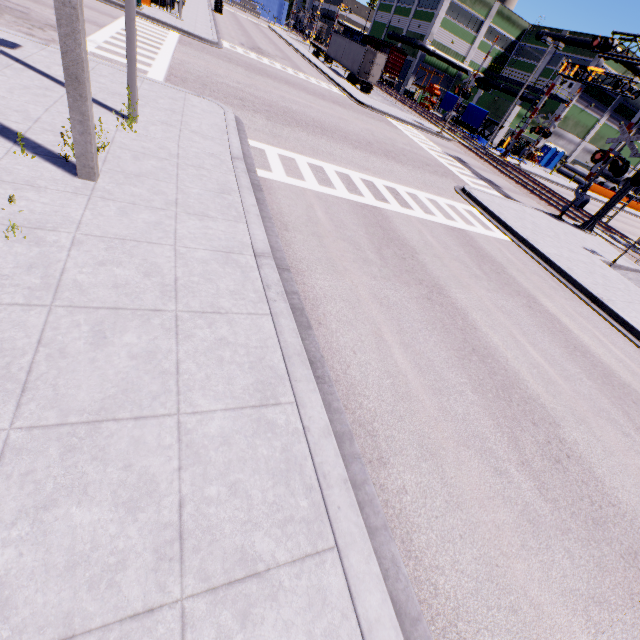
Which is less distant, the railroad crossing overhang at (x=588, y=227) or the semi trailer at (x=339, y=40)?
the railroad crossing overhang at (x=588, y=227)

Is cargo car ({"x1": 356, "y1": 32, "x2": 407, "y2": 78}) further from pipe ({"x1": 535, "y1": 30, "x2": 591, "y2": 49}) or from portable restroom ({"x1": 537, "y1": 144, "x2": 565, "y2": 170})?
portable restroom ({"x1": 537, "y1": 144, "x2": 565, "y2": 170})

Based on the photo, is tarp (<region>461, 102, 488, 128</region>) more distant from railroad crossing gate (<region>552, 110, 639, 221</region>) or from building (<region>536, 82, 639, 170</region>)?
railroad crossing gate (<region>552, 110, 639, 221</region>)

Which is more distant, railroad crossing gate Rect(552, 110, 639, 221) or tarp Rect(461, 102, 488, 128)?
tarp Rect(461, 102, 488, 128)

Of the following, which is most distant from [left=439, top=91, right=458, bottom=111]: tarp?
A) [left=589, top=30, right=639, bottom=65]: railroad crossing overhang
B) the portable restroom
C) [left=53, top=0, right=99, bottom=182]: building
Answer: the portable restroom

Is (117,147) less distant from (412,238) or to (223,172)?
(223,172)

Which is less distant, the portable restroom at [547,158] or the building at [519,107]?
the building at [519,107]

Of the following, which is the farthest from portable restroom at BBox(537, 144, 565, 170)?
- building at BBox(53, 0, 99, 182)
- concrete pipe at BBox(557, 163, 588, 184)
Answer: concrete pipe at BBox(557, 163, 588, 184)
